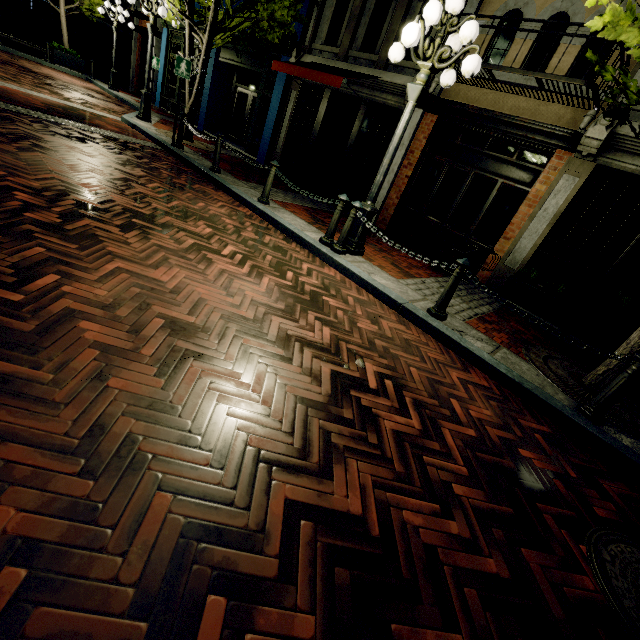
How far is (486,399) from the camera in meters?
3.3 m

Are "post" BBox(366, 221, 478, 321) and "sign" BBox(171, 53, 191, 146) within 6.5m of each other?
no

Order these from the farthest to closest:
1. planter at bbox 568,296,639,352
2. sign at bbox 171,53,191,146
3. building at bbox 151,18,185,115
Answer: building at bbox 151,18,185,115 < sign at bbox 171,53,191,146 < planter at bbox 568,296,639,352

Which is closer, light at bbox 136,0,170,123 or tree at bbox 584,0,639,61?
tree at bbox 584,0,639,61

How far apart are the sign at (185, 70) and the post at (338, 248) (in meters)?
5.75

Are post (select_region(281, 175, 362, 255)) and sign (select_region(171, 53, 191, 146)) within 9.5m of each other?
yes

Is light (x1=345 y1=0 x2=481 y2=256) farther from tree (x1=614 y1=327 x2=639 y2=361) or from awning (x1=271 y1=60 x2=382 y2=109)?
awning (x1=271 y1=60 x2=382 y2=109)

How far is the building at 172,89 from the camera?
15.7m
